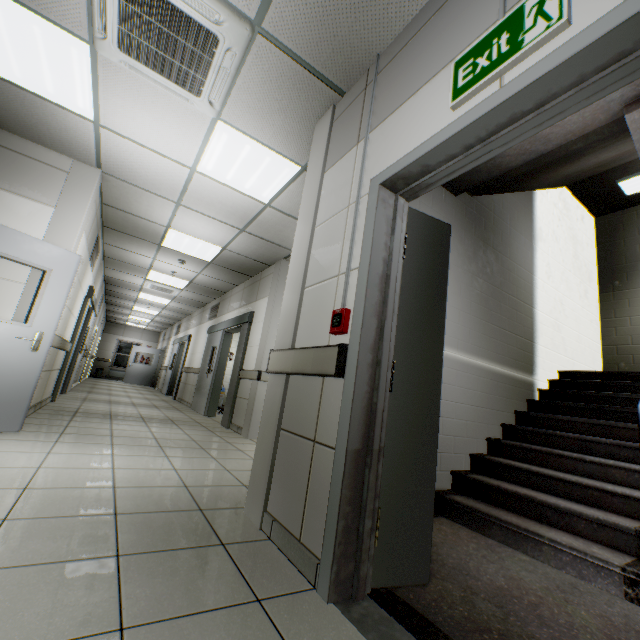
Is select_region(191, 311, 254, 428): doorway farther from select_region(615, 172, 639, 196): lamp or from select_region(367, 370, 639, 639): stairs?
select_region(615, 172, 639, 196): lamp

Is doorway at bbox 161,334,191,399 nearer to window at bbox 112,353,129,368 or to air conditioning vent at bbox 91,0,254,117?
window at bbox 112,353,129,368

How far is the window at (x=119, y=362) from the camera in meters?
19.3 m

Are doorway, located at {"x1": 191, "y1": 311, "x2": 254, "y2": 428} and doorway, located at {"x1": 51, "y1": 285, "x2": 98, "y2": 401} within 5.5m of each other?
yes

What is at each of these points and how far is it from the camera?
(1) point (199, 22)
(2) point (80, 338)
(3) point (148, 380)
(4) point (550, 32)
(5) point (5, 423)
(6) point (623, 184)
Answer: (1) air conditioning vent, 2.23m
(2) doorway, 7.92m
(3) door, 17.31m
(4) exit sign, 1.17m
(5) door, 3.27m
(6) lamp, 5.39m

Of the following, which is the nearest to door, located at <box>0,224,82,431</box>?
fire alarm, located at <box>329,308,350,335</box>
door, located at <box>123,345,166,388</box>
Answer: fire alarm, located at <box>329,308,350,335</box>

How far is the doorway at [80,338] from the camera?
6.3m

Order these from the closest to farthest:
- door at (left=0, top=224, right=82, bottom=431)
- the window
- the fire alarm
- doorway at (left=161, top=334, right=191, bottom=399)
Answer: the fire alarm → door at (left=0, top=224, right=82, bottom=431) → doorway at (left=161, top=334, right=191, bottom=399) → the window
